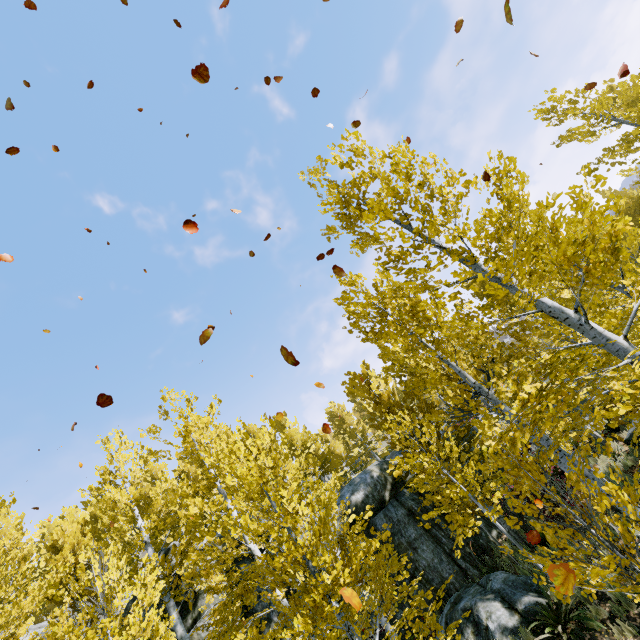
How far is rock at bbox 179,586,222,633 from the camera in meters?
11.1 m

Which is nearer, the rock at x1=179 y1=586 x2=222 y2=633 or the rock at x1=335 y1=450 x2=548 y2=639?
the rock at x1=335 y1=450 x2=548 y2=639

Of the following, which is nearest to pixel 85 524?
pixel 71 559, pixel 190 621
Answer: pixel 190 621

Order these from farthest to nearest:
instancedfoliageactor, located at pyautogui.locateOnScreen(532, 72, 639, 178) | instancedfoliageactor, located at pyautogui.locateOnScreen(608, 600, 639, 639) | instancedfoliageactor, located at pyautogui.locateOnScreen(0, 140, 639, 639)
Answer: instancedfoliageactor, located at pyautogui.locateOnScreen(532, 72, 639, 178) → instancedfoliageactor, located at pyautogui.locateOnScreen(608, 600, 639, 639) → instancedfoliageactor, located at pyautogui.locateOnScreen(0, 140, 639, 639)

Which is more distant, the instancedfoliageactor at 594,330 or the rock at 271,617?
the rock at 271,617

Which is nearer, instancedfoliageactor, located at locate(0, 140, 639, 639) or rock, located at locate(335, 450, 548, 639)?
instancedfoliageactor, located at locate(0, 140, 639, 639)

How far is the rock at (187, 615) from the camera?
11.1 meters
